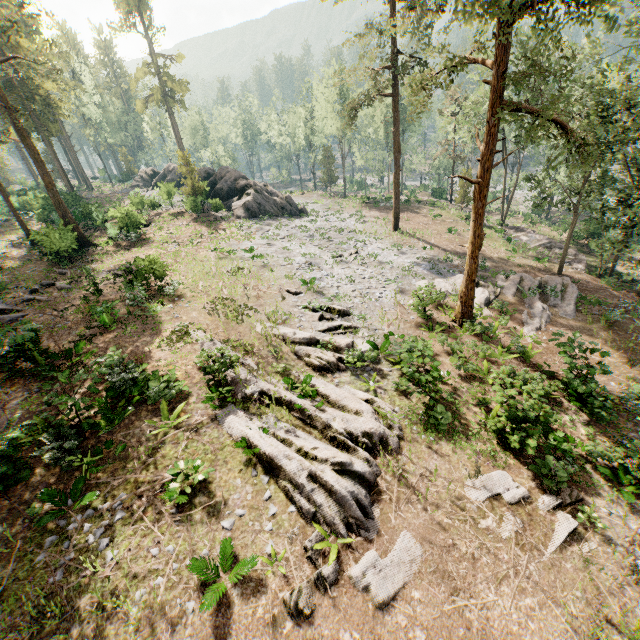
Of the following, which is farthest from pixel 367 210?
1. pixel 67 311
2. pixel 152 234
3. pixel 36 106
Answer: pixel 36 106

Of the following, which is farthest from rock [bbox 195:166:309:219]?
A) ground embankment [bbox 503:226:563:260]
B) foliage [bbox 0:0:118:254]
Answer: ground embankment [bbox 503:226:563:260]

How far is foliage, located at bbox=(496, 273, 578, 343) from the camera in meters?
20.0

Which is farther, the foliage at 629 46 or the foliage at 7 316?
the foliage at 629 46

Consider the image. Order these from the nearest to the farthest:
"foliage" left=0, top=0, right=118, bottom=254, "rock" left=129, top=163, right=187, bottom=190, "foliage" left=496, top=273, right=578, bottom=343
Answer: "foliage" left=496, top=273, right=578, bottom=343 → "foliage" left=0, top=0, right=118, bottom=254 → "rock" left=129, top=163, right=187, bottom=190

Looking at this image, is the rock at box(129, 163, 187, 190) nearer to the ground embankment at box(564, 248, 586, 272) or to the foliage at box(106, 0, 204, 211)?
the foliage at box(106, 0, 204, 211)

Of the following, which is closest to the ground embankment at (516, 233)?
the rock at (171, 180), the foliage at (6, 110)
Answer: the foliage at (6, 110)
